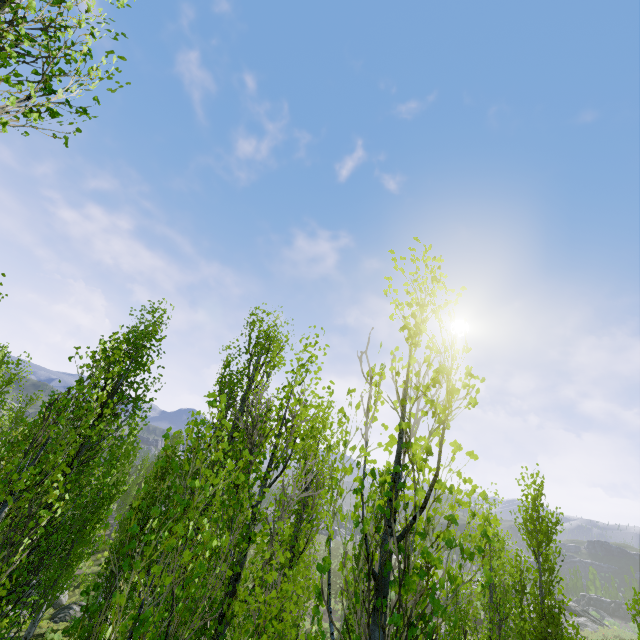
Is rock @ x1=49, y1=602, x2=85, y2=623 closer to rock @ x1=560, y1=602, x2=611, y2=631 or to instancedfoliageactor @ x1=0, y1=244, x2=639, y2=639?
instancedfoliageactor @ x1=0, y1=244, x2=639, y2=639

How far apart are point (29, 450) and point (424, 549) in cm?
1138

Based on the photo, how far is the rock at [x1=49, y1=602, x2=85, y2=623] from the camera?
21.43m

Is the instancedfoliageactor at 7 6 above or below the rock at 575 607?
above

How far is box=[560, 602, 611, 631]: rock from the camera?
41.06m

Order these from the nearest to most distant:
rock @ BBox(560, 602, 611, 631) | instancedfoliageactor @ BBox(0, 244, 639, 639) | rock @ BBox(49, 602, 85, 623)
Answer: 1. instancedfoliageactor @ BBox(0, 244, 639, 639)
2. rock @ BBox(49, 602, 85, 623)
3. rock @ BBox(560, 602, 611, 631)

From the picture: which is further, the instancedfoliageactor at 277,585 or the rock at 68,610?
the rock at 68,610
